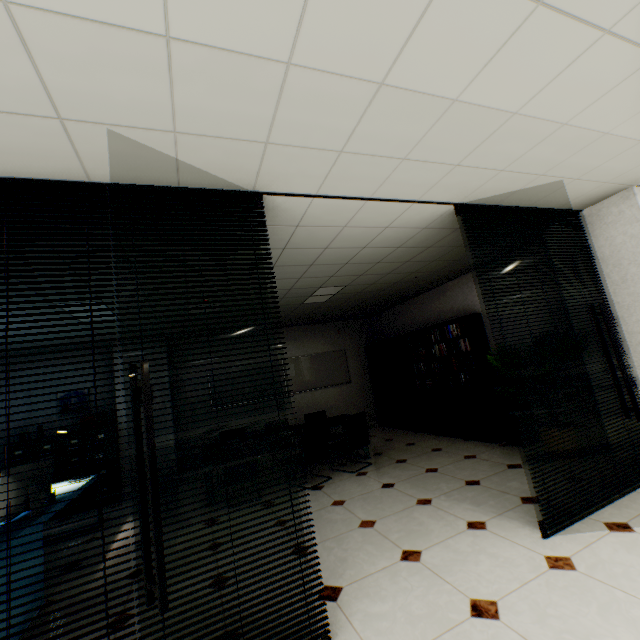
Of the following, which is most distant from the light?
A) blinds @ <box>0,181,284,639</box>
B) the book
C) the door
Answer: Answer: the door

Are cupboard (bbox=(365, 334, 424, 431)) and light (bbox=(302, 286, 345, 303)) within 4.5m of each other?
yes

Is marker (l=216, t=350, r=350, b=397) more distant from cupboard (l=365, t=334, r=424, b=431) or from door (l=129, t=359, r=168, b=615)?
door (l=129, t=359, r=168, b=615)

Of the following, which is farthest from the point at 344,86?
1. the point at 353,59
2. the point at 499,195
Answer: the point at 499,195

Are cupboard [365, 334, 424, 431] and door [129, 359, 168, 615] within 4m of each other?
no

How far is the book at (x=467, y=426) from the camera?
5.52m

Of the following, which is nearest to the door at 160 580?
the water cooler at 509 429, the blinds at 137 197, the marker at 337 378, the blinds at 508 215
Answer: the blinds at 137 197

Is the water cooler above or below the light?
below
